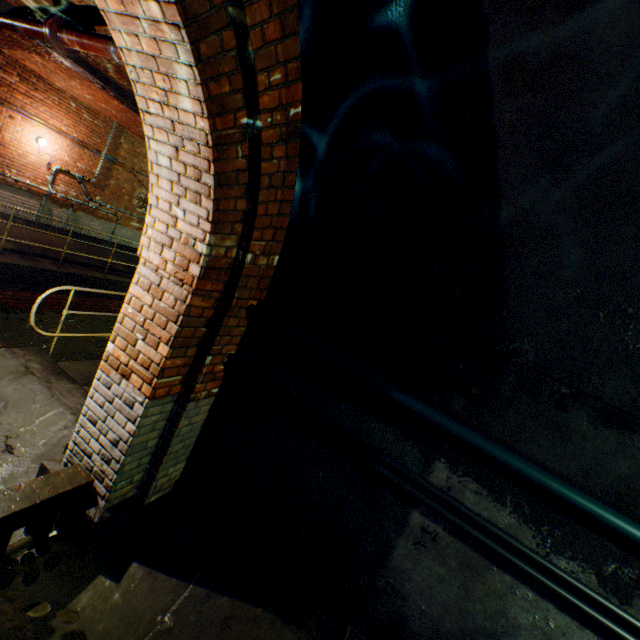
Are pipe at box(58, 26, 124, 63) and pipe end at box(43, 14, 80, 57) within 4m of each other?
yes

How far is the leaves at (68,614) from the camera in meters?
2.2

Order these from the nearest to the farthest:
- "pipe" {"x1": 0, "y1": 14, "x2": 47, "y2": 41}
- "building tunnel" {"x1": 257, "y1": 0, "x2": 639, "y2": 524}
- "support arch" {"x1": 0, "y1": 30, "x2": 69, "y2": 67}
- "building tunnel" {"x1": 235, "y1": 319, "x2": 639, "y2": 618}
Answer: "building tunnel" {"x1": 257, "y1": 0, "x2": 639, "y2": 524}, "building tunnel" {"x1": 235, "y1": 319, "x2": 639, "y2": 618}, "pipe" {"x1": 0, "y1": 14, "x2": 47, "y2": 41}, "support arch" {"x1": 0, "y1": 30, "x2": 69, "y2": 67}

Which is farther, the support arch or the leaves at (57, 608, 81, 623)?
the support arch

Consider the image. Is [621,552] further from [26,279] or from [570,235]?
[26,279]

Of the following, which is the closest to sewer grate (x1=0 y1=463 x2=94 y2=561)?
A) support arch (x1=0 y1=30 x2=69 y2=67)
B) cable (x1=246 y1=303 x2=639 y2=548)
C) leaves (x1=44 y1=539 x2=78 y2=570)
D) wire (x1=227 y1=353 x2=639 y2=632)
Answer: leaves (x1=44 y1=539 x2=78 y2=570)

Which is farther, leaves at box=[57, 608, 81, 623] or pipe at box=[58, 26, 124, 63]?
pipe at box=[58, 26, 124, 63]

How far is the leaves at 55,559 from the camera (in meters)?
2.49
